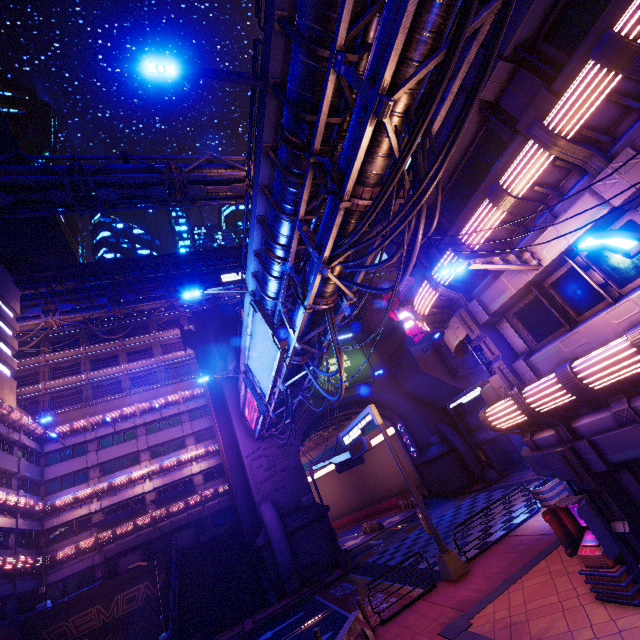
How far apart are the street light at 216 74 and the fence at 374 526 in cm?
3659

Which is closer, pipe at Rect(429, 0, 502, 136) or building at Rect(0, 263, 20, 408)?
pipe at Rect(429, 0, 502, 136)

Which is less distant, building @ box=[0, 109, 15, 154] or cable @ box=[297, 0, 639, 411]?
cable @ box=[297, 0, 639, 411]

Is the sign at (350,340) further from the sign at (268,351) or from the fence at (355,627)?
the fence at (355,627)

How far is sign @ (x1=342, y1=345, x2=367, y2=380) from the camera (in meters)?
33.91

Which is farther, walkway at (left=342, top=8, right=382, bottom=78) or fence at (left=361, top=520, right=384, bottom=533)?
fence at (left=361, top=520, right=384, bottom=533)

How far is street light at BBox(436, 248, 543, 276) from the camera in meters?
7.5 m

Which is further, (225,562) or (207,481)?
(207,481)
